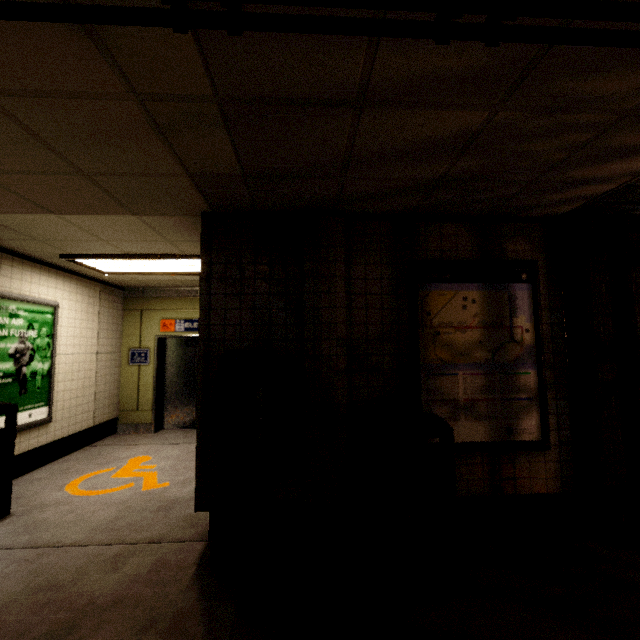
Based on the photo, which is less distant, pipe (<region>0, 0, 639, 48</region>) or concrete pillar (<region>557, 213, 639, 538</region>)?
pipe (<region>0, 0, 639, 48</region>)

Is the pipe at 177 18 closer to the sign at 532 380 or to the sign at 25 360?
the sign at 532 380

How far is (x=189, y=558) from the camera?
2.6m

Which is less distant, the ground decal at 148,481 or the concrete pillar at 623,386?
the concrete pillar at 623,386

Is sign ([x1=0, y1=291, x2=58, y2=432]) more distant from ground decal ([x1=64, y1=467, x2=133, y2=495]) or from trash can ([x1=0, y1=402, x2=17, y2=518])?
ground decal ([x1=64, y1=467, x2=133, y2=495])

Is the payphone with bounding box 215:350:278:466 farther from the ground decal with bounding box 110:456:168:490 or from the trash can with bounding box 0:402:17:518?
the trash can with bounding box 0:402:17:518

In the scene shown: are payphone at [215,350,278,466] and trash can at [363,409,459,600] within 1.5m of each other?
yes

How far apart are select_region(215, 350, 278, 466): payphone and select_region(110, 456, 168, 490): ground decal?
1.9 meters
